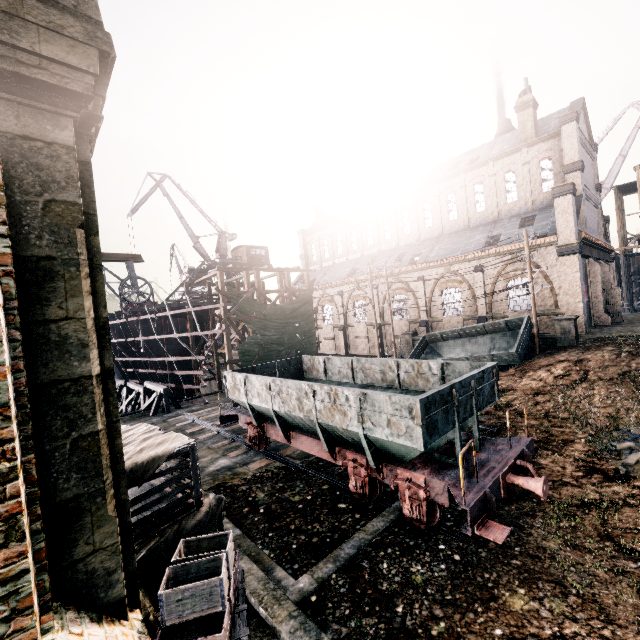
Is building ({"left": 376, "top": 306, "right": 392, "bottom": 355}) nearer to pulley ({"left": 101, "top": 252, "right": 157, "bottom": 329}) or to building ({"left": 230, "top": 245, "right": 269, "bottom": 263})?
pulley ({"left": 101, "top": 252, "right": 157, "bottom": 329})

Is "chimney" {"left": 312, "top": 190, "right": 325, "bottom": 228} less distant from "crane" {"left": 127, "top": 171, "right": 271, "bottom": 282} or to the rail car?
"crane" {"left": 127, "top": 171, "right": 271, "bottom": 282}

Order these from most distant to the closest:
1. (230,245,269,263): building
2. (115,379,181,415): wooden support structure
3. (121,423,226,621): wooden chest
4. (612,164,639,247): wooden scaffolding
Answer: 1. (230,245,269,263): building
2. (612,164,639,247): wooden scaffolding
3. (115,379,181,415): wooden support structure
4. (121,423,226,621): wooden chest

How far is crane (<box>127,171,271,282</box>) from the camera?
43.2m

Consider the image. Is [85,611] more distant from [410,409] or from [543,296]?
[543,296]

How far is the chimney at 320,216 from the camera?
52.6m

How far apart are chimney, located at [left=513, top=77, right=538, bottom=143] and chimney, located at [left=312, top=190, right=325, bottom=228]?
28.5m

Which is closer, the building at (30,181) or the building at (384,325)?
the building at (30,181)
